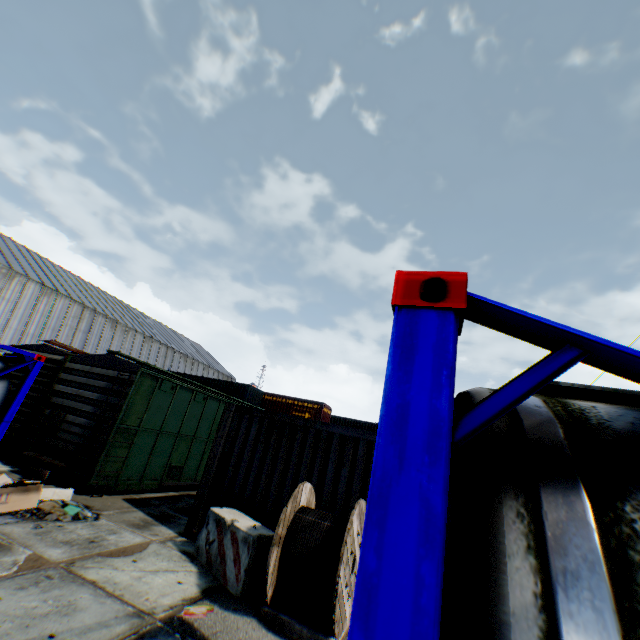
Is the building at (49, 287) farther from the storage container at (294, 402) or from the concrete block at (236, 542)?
the concrete block at (236, 542)

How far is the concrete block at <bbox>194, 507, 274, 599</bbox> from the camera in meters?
5.3

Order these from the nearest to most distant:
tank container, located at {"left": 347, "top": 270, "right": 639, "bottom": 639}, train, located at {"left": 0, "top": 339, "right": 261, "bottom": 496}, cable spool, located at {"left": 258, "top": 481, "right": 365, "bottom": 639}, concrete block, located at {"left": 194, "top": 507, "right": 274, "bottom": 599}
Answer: tank container, located at {"left": 347, "top": 270, "right": 639, "bottom": 639} < cable spool, located at {"left": 258, "top": 481, "right": 365, "bottom": 639} < concrete block, located at {"left": 194, "top": 507, "right": 274, "bottom": 599} < train, located at {"left": 0, "top": 339, "right": 261, "bottom": 496}

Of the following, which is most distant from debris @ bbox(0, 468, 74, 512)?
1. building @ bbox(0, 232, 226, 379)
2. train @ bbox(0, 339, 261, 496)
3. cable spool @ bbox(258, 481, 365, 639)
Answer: building @ bbox(0, 232, 226, 379)

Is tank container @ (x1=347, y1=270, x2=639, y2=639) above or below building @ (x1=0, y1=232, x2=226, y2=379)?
below

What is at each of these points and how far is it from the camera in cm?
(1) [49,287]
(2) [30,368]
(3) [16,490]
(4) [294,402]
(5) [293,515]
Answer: (1) building, 3222
(2) tank container, 733
(3) debris, 624
(4) storage container, 2708
(5) cable spool, 524

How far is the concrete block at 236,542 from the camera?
5.27m

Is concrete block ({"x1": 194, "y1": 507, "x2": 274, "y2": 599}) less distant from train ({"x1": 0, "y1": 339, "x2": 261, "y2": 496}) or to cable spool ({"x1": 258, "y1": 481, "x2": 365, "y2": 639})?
cable spool ({"x1": 258, "y1": 481, "x2": 365, "y2": 639})
